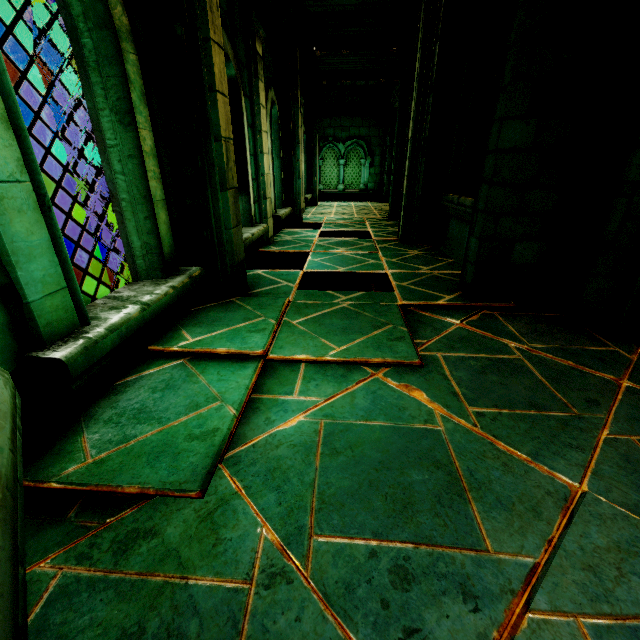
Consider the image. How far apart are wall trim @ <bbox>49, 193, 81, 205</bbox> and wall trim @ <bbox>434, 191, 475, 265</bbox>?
10.98m

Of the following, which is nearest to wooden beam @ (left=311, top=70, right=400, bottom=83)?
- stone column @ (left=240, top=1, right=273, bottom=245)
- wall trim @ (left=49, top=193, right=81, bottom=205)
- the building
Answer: stone column @ (left=240, top=1, right=273, bottom=245)

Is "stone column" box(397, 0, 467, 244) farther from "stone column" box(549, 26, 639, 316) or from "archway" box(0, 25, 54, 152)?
"archway" box(0, 25, 54, 152)

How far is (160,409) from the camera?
1.7m

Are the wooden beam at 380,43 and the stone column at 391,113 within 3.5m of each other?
no

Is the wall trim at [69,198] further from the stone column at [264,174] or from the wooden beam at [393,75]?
the wooden beam at [393,75]

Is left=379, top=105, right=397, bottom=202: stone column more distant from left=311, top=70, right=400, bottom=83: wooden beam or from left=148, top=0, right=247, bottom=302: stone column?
left=148, top=0, right=247, bottom=302: stone column

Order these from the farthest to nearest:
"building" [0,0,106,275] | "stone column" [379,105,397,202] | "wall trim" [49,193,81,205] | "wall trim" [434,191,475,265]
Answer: "stone column" [379,105,397,202], "wall trim" [49,193,81,205], "building" [0,0,106,275], "wall trim" [434,191,475,265]
